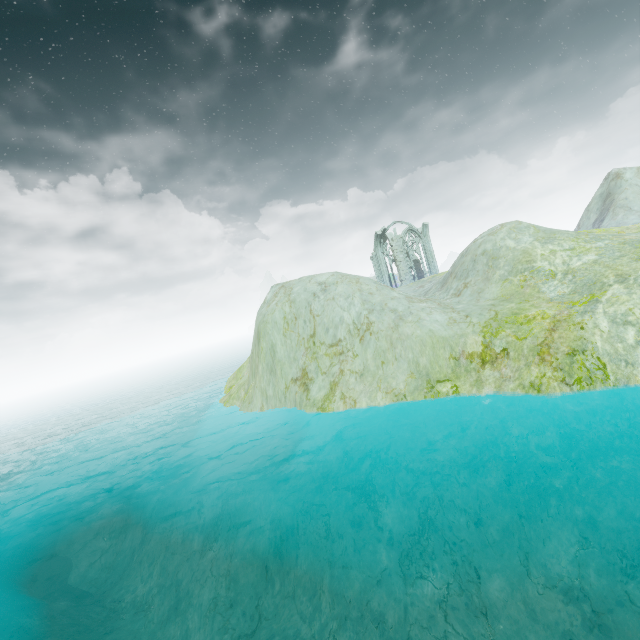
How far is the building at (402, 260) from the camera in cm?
4666

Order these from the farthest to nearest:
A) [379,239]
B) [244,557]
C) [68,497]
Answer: [379,239] < [68,497] < [244,557]

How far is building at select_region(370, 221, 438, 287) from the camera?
46.66m
